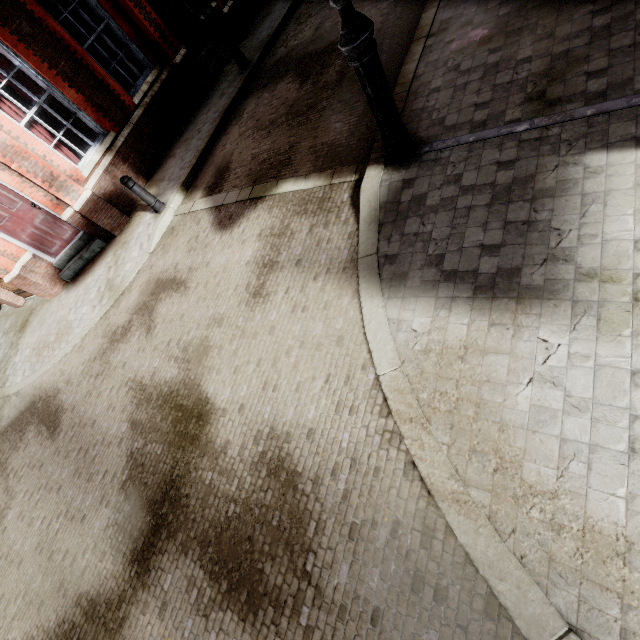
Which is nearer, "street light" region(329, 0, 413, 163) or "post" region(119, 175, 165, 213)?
"street light" region(329, 0, 413, 163)

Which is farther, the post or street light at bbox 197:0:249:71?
street light at bbox 197:0:249:71

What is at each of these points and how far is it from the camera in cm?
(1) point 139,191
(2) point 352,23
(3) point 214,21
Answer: (1) post, 689
(2) street light, 284
(3) street light, 799

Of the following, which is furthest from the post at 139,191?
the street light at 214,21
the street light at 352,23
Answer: the street light at 352,23

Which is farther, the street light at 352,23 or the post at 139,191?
the post at 139,191

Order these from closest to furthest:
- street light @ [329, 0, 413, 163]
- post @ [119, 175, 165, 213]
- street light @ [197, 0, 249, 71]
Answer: street light @ [329, 0, 413, 163]
post @ [119, 175, 165, 213]
street light @ [197, 0, 249, 71]

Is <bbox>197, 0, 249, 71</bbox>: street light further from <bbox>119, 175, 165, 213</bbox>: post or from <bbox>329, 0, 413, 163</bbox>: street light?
<bbox>329, 0, 413, 163</bbox>: street light

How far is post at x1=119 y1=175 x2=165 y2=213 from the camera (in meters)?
6.69
